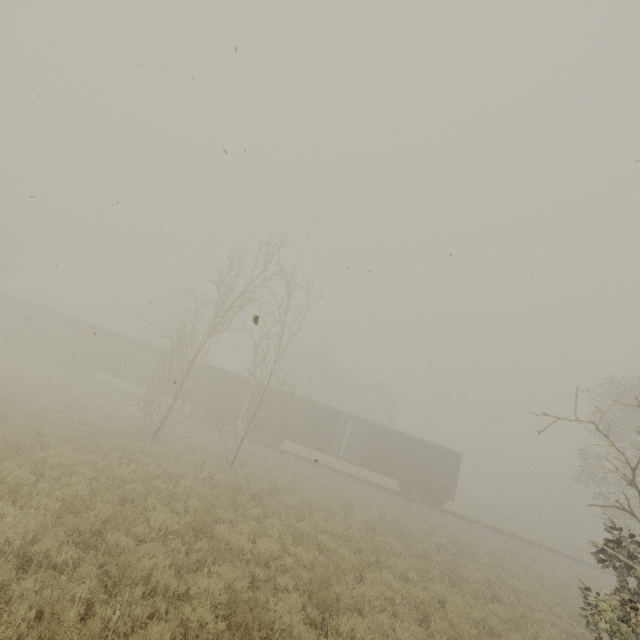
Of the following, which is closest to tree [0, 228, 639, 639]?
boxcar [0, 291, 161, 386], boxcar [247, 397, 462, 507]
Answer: boxcar [247, 397, 462, 507]

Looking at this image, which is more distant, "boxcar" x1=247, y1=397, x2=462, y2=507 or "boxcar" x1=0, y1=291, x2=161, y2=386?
"boxcar" x1=0, y1=291, x2=161, y2=386

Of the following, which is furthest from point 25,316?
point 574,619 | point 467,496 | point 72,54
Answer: point 467,496

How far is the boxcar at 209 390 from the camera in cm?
2777

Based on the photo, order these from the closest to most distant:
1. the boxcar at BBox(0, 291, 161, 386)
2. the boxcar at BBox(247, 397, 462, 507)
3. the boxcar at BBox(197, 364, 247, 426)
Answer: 1. the boxcar at BBox(247, 397, 462, 507)
2. the boxcar at BBox(197, 364, 247, 426)
3. the boxcar at BBox(0, 291, 161, 386)

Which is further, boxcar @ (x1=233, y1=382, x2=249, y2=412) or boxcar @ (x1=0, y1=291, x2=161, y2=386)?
boxcar @ (x1=0, y1=291, x2=161, y2=386)

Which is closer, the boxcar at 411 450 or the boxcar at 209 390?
the boxcar at 411 450

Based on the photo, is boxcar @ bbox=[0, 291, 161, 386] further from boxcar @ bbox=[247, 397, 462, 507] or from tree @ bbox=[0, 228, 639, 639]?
tree @ bbox=[0, 228, 639, 639]
